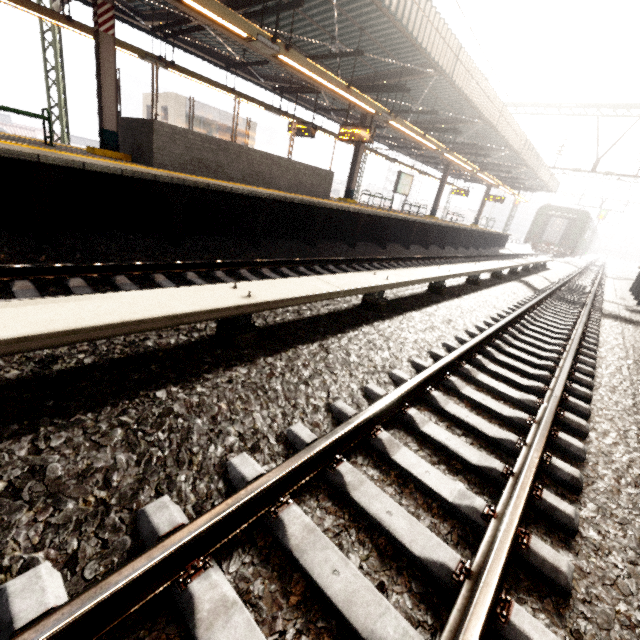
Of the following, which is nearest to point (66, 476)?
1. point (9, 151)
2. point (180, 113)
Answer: point (9, 151)

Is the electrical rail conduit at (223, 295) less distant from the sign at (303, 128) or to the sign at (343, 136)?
the sign at (343, 136)

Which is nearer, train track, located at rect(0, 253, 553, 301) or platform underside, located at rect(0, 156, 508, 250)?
train track, located at rect(0, 253, 553, 301)

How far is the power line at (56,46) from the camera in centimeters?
1141cm

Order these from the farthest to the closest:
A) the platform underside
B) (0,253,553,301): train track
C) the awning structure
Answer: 1. the awning structure
2. the platform underside
3. (0,253,553,301): train track

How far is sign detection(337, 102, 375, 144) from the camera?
11.34m

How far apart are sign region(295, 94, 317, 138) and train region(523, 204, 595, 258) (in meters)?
26.31

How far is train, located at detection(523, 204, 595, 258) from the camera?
28.27m
